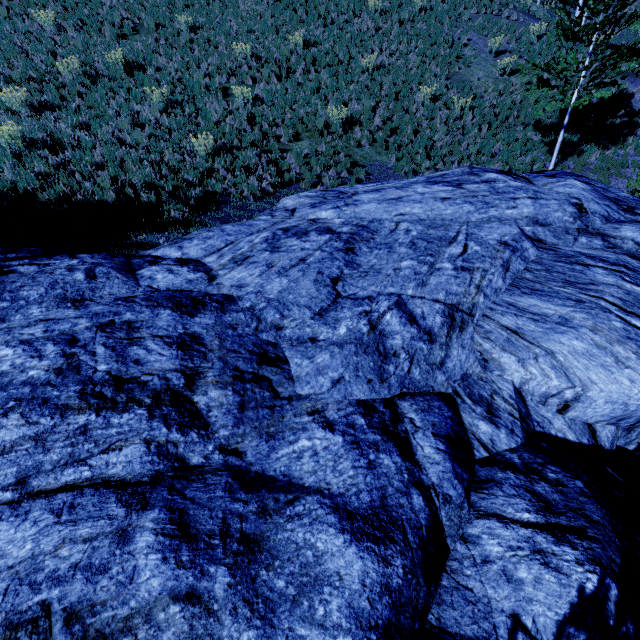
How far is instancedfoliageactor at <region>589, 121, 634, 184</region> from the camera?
12.2m

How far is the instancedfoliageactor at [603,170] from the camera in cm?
1223

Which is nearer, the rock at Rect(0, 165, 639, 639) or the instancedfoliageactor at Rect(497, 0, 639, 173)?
the rock at Rect(0, 165, 639, 639)

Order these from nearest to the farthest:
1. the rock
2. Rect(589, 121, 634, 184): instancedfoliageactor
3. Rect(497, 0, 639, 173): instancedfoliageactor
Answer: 1. the rock
2. Rect(497, 0, 639, 173): instancedfoliageactor
3. Rect(589, 121, 634, 184): instancedfoliageactor

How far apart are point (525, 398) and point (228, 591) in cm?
435

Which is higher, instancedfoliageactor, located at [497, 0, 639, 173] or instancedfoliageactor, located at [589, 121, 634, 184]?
instancedfoliageactor, located at [497, 0, 639, 173]

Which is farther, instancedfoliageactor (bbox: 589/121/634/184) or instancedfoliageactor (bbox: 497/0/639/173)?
instancedfoliageactor (bbox: 589/121/634/184)

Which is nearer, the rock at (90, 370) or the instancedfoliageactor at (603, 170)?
the rock at (90, 370)
